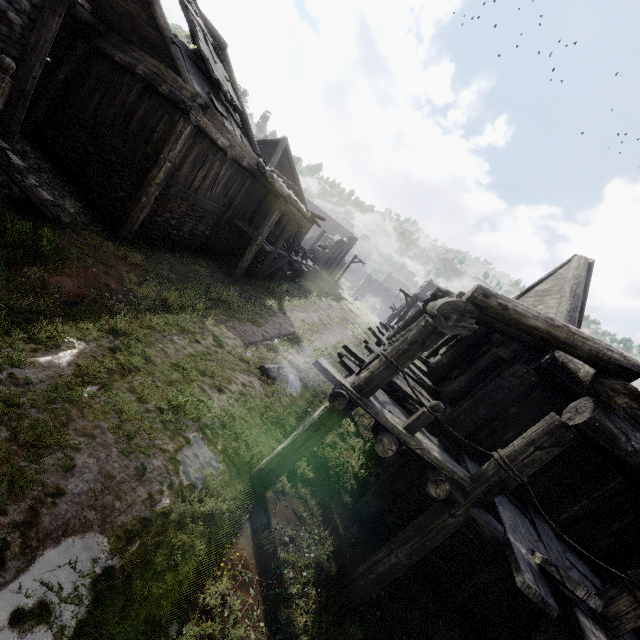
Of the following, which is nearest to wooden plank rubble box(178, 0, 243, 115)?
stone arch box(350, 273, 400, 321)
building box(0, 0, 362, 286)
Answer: building box(0, 0, 362, 286)

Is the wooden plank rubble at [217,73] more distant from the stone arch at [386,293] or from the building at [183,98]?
the stone arch at [386,293]

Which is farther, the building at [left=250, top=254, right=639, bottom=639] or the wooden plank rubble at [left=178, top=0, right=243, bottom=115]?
the wooden plank rubble at [left=178, top=0, right=243, bottom=115]

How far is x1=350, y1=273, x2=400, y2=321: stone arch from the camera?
56.0 meters

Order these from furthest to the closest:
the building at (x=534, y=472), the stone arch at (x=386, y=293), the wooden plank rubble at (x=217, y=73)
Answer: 1. the stone arch at (x=386, y=293)
2. the wooden plank rubble at (x=217, y=73)
3. the building at (x=534, y=472)

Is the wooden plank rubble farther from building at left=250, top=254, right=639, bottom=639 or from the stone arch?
the stone arch

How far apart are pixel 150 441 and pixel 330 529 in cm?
389

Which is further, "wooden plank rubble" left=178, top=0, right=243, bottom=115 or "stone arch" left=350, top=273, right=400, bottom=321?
"stone arch" left=350, top=273, right=400, bottom=321
